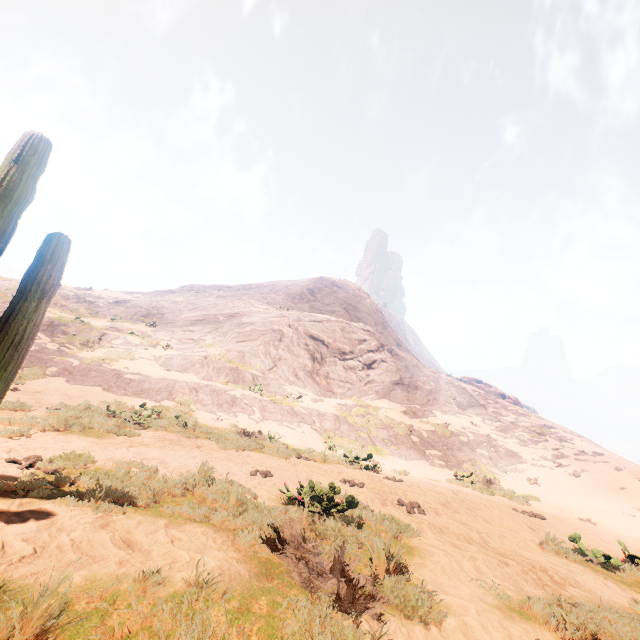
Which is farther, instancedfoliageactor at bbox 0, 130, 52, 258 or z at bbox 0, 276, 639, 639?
instancedfoliageactor at bbox 0, 130, 52, 258

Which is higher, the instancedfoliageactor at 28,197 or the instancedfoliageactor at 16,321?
the instancedfoliageactor at 28,197

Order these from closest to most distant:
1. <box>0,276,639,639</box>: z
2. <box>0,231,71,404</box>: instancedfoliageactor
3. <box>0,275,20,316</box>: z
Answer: <box>0,276,639,639</box>: z → <box>0,231,71,404</box>: instancedfoliageactor → <box>0,275,20,316</box>: z

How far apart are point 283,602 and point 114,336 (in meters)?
23.15

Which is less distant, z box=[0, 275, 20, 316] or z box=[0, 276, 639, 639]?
z box=[0, 276, 639, 639]

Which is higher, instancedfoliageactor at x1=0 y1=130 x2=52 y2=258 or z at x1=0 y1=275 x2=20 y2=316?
z at x1=0 y1=275 x2=20 y2=316

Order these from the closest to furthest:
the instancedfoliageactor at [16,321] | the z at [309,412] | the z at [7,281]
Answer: the z at [309,412], the instancedfoliageactor at [16,321], the z at [7,281]
